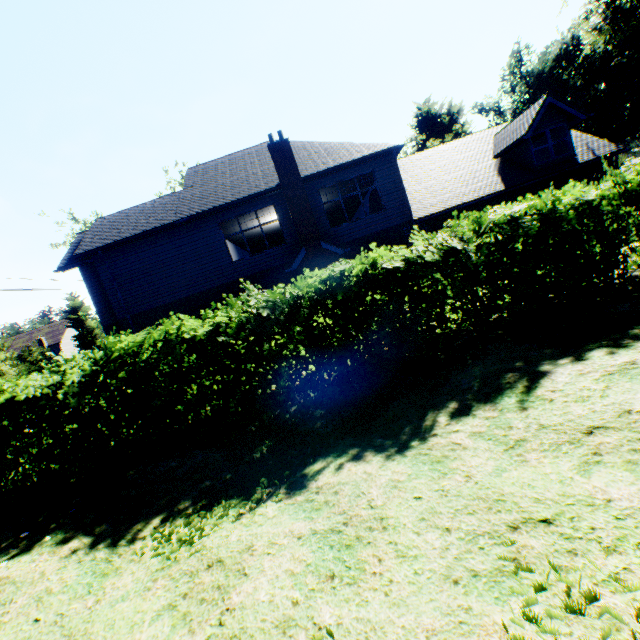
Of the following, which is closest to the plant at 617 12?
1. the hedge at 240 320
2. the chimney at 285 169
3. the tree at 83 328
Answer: the tree at 83 328

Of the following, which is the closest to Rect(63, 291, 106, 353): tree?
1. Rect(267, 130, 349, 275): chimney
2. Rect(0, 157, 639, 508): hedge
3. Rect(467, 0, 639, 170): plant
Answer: Rect(0, 157, 639, 508): hedge

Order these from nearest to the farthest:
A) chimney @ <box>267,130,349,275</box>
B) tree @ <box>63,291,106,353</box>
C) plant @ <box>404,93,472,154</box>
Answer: chimney @ <box>267,130,349,275</box>, plant @ <box>404,93,472,154</box>, tree @ <box>63,291,106,353</box>

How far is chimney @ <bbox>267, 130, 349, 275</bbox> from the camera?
14.5m

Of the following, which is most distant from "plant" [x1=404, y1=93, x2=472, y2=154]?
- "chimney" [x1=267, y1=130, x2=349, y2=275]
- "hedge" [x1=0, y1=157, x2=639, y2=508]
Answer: "chimney" [x1=267, y1=130, x2=349, y2=275]

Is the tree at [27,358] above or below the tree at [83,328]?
below

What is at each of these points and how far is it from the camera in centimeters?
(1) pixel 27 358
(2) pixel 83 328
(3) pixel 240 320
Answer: (1) tree, 3625cm
(2) tree, 5206cm
(3) hedge, 621cm

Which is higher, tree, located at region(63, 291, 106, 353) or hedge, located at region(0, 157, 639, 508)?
tree, located at region(63, 291, 106, 353)
